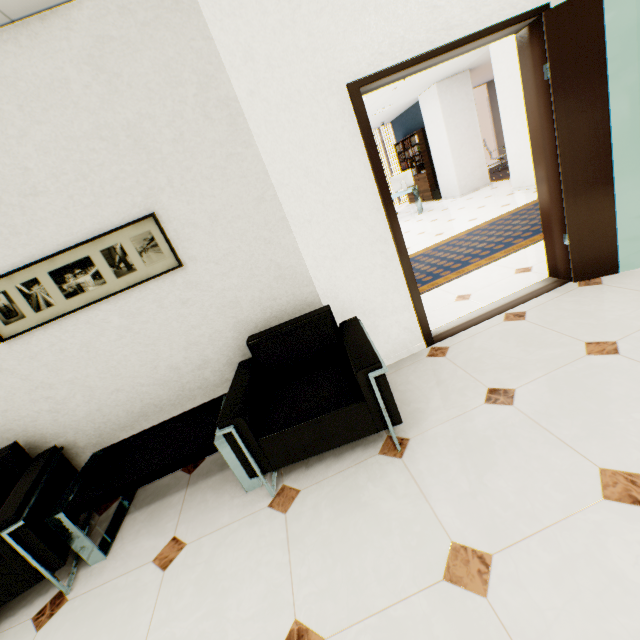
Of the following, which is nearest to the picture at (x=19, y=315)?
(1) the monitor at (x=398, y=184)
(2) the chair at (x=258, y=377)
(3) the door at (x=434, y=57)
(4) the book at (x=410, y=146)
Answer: (2) the chair at (x=258, y=377)

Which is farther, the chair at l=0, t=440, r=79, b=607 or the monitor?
the monitor

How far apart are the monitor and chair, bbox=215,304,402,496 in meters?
8.1

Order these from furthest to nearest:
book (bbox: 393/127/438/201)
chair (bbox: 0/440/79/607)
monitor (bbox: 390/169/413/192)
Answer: book (bbox: 393/127/438/201)
monitor (bbox: 390/169/413/192)
chair (bbox: 0/440/79/607)

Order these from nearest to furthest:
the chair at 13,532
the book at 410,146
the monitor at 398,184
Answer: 1. the chair at 13,532
2. the monitor at 398,184
3. the book at 410,146

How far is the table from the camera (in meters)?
1.95

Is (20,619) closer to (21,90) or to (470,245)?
(21,90)

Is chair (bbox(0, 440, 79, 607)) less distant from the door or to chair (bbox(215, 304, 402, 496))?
chair (bbox(215, 304, 402, 496))
